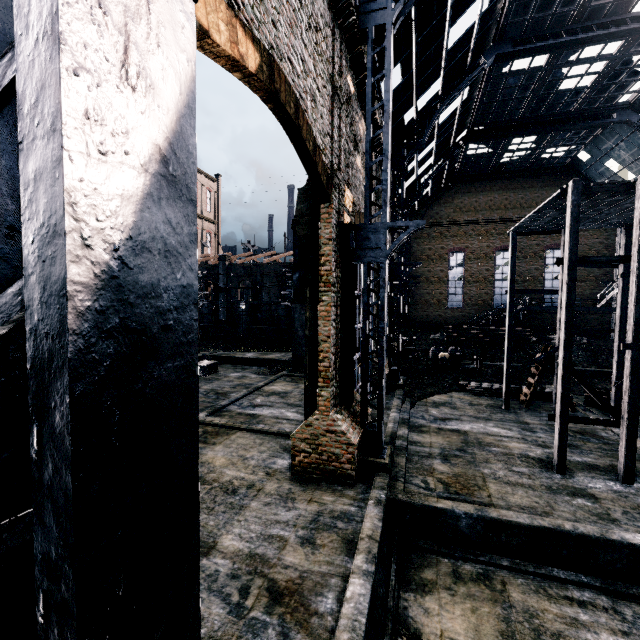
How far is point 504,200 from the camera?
43.94m

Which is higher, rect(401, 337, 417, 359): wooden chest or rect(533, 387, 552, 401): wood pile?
rect(401, 337, 417, 359): wooden chest

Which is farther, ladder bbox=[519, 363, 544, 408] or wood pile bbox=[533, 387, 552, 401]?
wood pile bbox=[533, 387, 552, 401]

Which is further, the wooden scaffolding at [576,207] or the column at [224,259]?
the column at [224,259]

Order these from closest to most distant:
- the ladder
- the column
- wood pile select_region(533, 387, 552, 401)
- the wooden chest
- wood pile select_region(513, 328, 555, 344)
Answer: the ladder
wood pile select_region(533, 387, 552, 401)
the wooden chest
wood pile select_region(513, 328, 555, 344)
the column

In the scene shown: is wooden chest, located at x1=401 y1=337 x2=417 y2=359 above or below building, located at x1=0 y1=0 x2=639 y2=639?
below

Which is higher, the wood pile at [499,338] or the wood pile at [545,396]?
the wood pile at [499,338]

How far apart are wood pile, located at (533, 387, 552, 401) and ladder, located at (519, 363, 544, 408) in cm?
203
